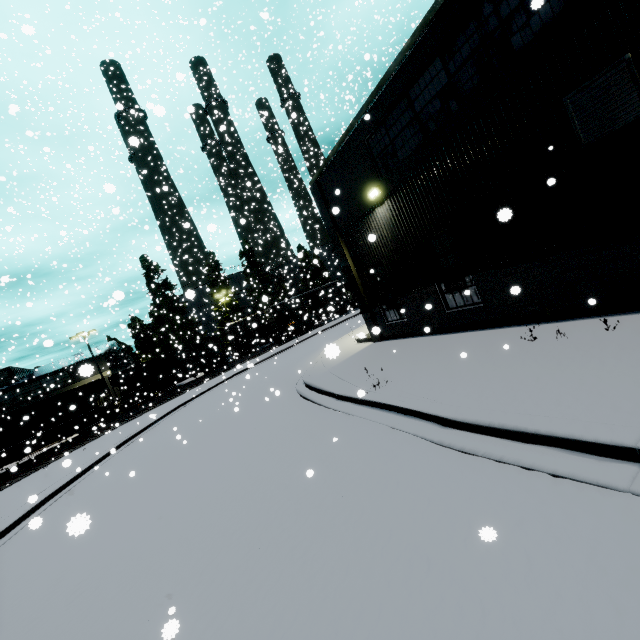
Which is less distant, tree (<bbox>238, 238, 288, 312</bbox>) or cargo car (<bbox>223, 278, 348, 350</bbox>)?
cargo car (<bbox>223, 278, 348, 350</bbox>)

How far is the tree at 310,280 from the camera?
39.4 meters

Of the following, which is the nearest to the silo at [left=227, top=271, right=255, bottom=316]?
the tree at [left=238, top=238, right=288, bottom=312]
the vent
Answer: the tree at [left=238, top=238, right=288, bottom=312]

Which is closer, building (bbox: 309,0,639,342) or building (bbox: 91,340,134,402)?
building (bbox: 309,0,639,342)

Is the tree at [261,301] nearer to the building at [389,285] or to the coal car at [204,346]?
the coal car at [204,346]

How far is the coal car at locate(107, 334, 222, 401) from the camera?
32.56m

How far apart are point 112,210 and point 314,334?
29.47m

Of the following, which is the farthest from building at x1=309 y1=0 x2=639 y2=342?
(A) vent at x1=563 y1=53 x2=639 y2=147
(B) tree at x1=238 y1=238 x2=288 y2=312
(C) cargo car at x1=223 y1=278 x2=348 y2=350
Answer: (B) tree at x1=238 y1=238 x2=288 y2=312
